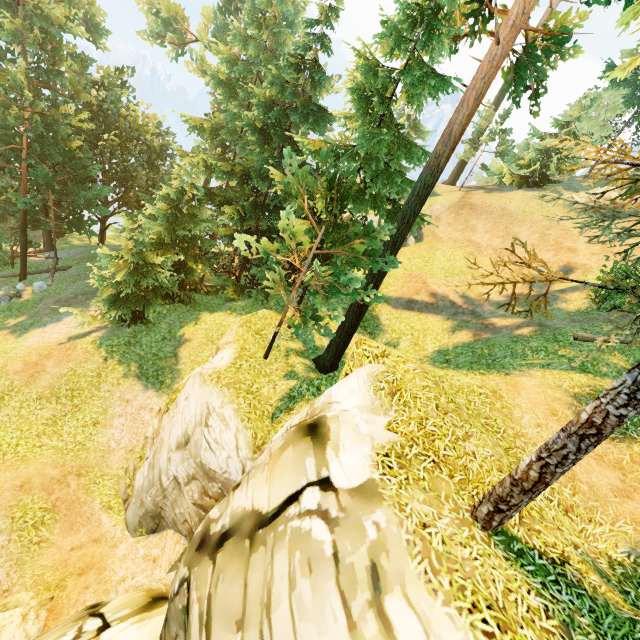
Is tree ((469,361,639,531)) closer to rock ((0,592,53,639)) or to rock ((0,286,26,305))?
rock ((0,286,26,305))

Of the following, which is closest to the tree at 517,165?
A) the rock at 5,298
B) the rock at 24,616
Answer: the rock at 5,298

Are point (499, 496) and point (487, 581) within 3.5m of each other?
yes

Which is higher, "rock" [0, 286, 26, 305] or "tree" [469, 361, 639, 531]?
"tree" [469, 361, 639, 531]

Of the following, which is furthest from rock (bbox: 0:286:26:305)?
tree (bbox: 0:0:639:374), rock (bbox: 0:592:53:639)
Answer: rock (bbox: 0:592:53:639)

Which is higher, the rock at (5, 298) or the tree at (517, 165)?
the tree at (517, 165)

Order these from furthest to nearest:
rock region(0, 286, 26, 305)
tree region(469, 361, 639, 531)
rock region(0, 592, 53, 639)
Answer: rock region(0, 286, 26, 305), rock region(0, 592, 53, 639), tree region(469, 361, 639, 531)

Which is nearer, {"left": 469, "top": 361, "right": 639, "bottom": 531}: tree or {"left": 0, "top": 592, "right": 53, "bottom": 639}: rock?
{"left": 469, "top": 361, "right": 639, "bottom": 531}: tree
